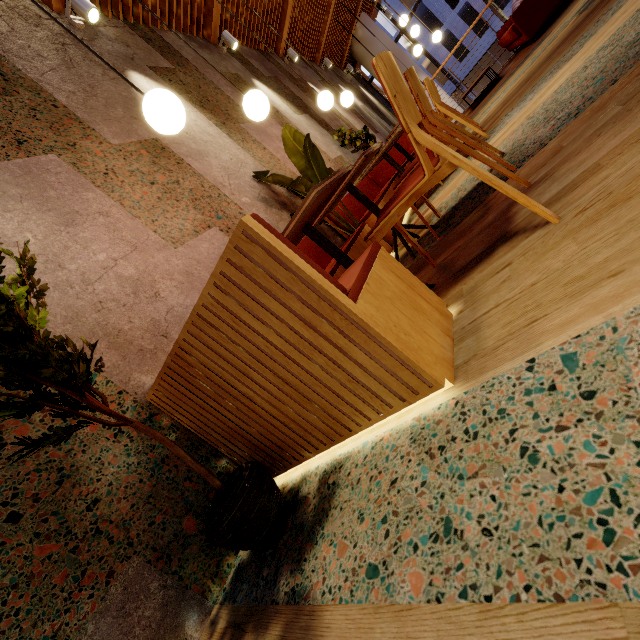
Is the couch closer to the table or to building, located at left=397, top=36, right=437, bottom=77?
the table

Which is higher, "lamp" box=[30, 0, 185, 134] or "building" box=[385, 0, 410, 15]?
"building" box=[385, 0, 410, 15]

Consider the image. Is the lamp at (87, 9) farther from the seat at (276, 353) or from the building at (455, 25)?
the building at (455, 25)

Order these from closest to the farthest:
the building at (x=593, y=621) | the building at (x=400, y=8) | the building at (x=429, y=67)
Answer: the building at (x=593, y=621) < the building at (x=400, y=8) < the building at (x=429, y=67)

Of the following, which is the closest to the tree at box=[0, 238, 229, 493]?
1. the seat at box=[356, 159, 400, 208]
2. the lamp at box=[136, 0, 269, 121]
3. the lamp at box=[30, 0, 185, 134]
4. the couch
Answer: the lamp at box=[30, 0, 185, 134]

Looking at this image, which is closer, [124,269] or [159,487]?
[159,487]

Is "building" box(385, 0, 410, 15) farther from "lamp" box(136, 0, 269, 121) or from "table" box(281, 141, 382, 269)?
"table" box(281, 141, 382, 269)

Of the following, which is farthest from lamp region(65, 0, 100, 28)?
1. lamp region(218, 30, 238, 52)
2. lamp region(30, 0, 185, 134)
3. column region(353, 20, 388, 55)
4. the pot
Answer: column region(353, 20, 388, 55)
